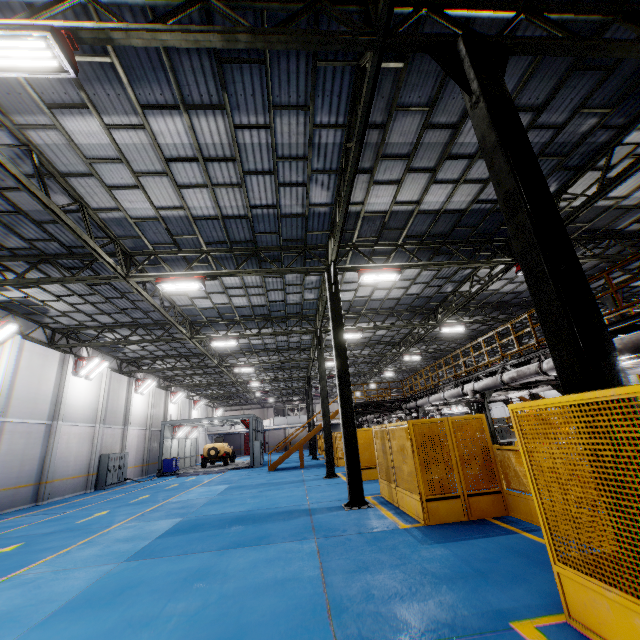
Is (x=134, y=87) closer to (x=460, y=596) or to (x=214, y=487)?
(x=460, y=596)

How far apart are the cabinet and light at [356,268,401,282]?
21.3m

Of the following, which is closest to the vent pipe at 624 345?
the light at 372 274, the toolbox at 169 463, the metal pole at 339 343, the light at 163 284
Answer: the light at 372 274

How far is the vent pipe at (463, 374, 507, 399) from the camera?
12.2m

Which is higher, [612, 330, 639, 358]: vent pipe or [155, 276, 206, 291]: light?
[155, 276, 206, 291]: light

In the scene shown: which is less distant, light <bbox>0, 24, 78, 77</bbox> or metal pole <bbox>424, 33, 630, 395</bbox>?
metal pole <bbox>424, 33, 630, 395</bbox>

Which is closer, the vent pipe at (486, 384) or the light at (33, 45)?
the light at (33, 45)

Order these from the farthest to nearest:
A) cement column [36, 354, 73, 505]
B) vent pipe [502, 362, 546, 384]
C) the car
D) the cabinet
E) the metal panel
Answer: the car → the cabinet → cement column [36, 354, 73, 505] → vent pipe [502, 362, 546, 384] → the metal panel
